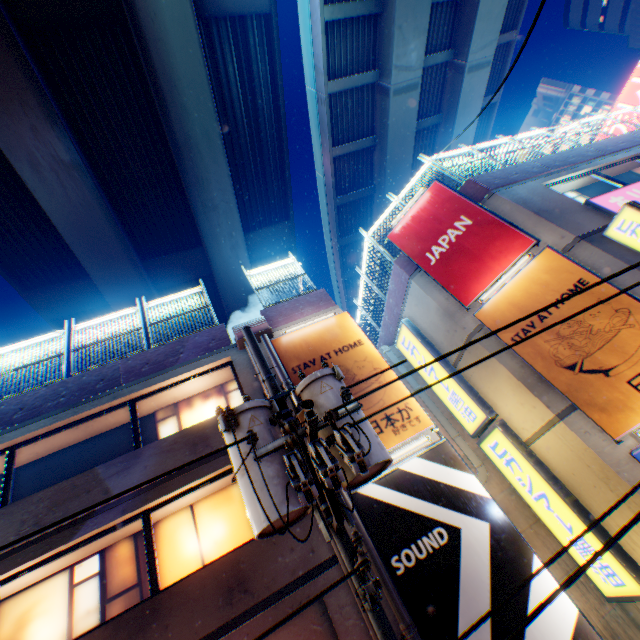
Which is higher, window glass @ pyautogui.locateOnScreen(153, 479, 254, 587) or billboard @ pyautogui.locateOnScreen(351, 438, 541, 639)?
window glass @ pyautogui.locateOnScreen(153, 479, 254, 587)

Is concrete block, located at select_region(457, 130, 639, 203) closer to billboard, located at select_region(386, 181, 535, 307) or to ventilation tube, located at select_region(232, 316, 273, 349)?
billboard, located at select_region(386, 181, 535, 307)

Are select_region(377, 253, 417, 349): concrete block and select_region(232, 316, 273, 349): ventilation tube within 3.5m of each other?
no

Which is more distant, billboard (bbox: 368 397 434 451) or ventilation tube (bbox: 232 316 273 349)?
ventilation tube (bbox: 232 316 273 349)

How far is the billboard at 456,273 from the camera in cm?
962

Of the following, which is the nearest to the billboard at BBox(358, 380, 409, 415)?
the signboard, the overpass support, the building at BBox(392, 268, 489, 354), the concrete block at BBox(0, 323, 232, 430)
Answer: the concrete block at BBox(0, 323, 232, 430)

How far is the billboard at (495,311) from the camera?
8.4 meters

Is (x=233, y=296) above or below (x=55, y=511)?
above
